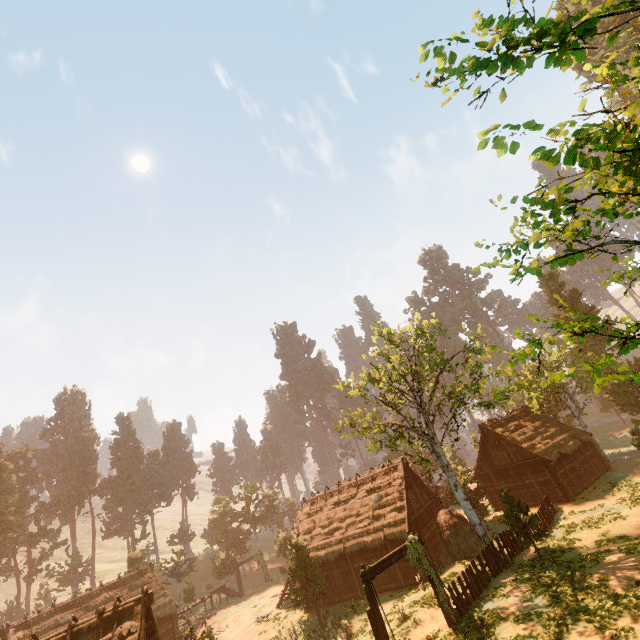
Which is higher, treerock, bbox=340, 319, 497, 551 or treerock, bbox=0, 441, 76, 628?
treerock, bbox=0, 441, 76, 628

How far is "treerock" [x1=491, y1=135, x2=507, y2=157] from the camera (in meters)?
2.59

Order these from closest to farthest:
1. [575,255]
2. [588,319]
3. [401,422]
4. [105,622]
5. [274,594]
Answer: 1. [575,255]
2. [105,622]
3. [401,422]
4. [274,594]
5. [588,319]

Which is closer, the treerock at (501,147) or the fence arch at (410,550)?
the treerock at (501,147)

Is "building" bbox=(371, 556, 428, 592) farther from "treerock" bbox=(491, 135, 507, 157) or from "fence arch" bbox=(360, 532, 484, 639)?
"fence arch" bbox=(360, 532, 484, 639)

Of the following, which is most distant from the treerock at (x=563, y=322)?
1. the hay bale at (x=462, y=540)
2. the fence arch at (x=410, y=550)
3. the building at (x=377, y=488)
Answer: the fence arch at (x=410, y=550)

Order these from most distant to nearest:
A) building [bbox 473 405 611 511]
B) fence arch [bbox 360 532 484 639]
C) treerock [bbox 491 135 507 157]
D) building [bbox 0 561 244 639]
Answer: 1. building [bbox 473 405 611 511]
2. building [bbox 0 561 244 639]
3. fence arch [bbox 360 532 484 639]
4. treerock [bbox 491 135 507 157]
